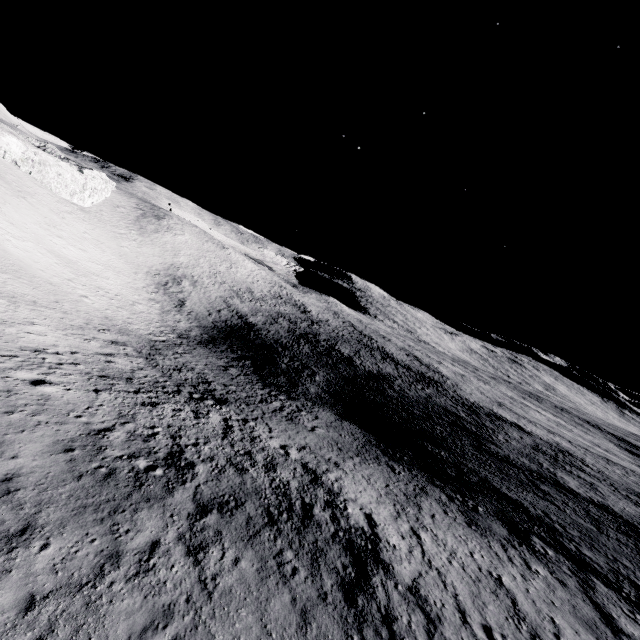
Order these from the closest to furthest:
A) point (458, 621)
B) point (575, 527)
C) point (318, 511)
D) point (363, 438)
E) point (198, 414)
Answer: point (458, 621)
point (318, 511)
point (198, 414)
point (575, 527)
point (363, 438)
